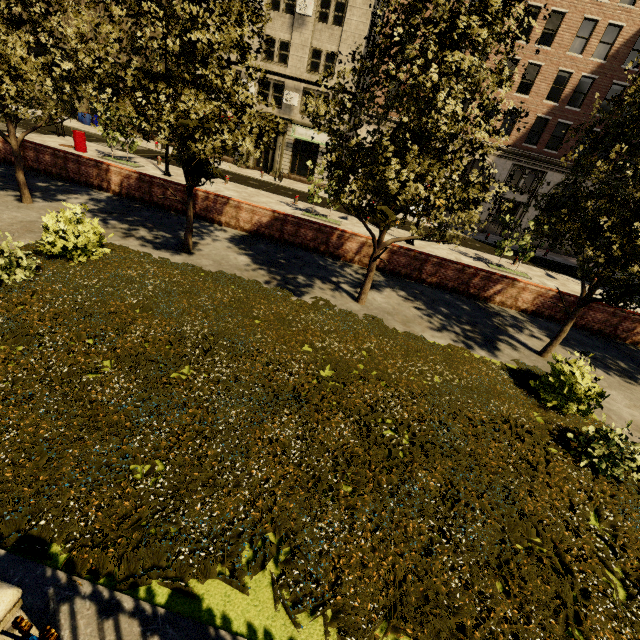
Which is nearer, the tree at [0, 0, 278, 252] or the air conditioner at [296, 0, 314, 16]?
the tree at [0, 0, 278, 252]

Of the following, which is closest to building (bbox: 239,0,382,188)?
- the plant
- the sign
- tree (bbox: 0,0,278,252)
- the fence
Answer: the sign

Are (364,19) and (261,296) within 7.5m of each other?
no

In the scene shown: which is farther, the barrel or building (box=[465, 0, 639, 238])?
building (box=[465, 0, 639, 238])

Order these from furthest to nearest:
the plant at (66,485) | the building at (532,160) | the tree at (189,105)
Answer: the building at (532,160), the tree at (189,105), the plant at (66,485)

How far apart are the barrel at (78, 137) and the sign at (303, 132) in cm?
1570

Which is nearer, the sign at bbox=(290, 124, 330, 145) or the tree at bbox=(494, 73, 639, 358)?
the tree at bbox=(494, 73, 639, 358)

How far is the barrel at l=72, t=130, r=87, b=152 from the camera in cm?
1971
